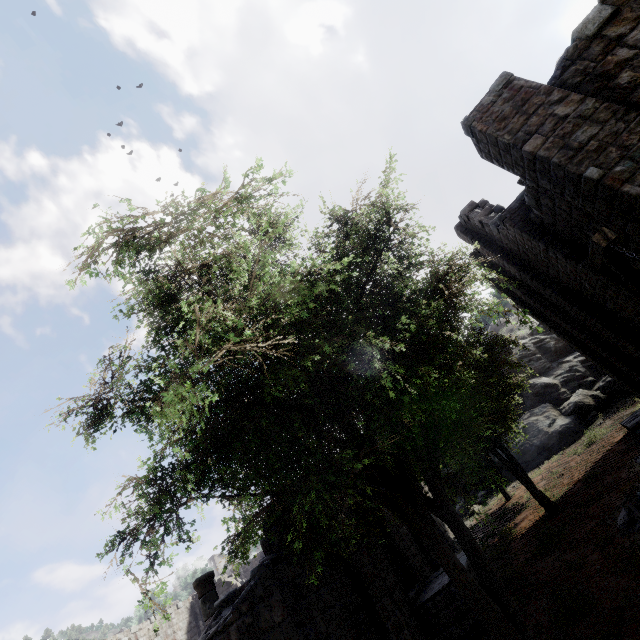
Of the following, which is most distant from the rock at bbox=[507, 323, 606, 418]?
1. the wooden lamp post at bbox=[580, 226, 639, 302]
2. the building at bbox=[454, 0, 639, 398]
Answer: the wooden lamp post at bbox=[580, 226, 639, 302]

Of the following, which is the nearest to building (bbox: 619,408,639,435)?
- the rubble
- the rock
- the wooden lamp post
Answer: the rock

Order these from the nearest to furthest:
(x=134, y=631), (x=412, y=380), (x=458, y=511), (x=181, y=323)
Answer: (x=181, y=323)
(x=412, y=380)
(x=134, y=631)
(x=458, y=511)

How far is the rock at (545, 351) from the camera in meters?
29.5

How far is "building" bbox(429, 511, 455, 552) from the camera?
20.2 meters

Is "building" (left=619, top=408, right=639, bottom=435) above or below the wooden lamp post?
below

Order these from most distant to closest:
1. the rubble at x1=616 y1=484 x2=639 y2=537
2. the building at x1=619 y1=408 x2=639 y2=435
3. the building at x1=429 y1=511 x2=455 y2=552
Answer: the building at x1=429 y1=511 x2=455 y2=552 < the building at x1=619 y1=408 x2=639 y2=435 < the rubble at x1=616 y1=484 x2=639 y2=537

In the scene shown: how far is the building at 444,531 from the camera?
20.2 meters
